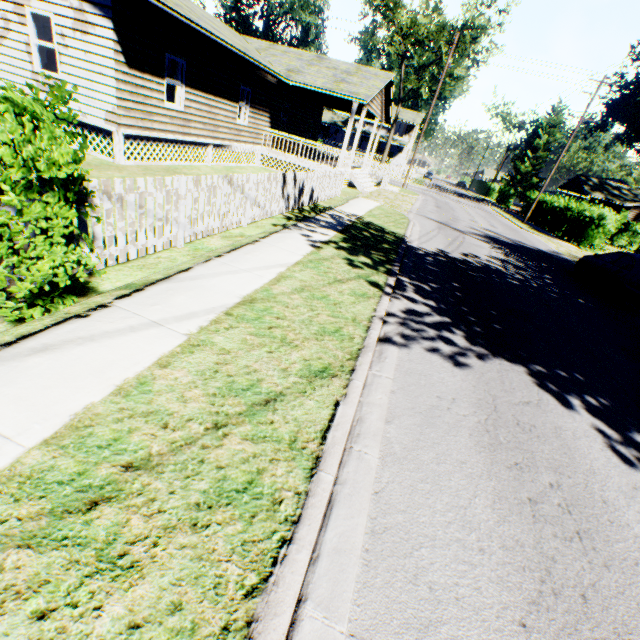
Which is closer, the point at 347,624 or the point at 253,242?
the point at 347,624

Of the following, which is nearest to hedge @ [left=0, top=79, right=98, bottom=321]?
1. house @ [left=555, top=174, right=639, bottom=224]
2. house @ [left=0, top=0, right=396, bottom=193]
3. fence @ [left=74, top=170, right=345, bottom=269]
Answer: fence @ [left=74, top=170, right=345, bottom=269]

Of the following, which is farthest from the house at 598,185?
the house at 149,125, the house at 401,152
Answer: the house at 149,125

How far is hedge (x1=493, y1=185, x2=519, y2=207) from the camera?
51.12m

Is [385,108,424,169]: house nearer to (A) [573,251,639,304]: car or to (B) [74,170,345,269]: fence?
(B) [74,170,345,269]: fence

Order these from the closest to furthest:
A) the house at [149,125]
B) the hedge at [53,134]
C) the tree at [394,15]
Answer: the hedge at [53,134] < the house at [149,125] < the tree at [394,15]

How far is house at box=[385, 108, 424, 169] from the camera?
53.6m

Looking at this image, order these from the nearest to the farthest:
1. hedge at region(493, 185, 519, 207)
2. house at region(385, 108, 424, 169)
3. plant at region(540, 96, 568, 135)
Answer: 1. hedge at region(493, 185, 519, 207)
2. house at region(385, 108, 424, 169)
3. plant at region(540, 96, 568, 135)
